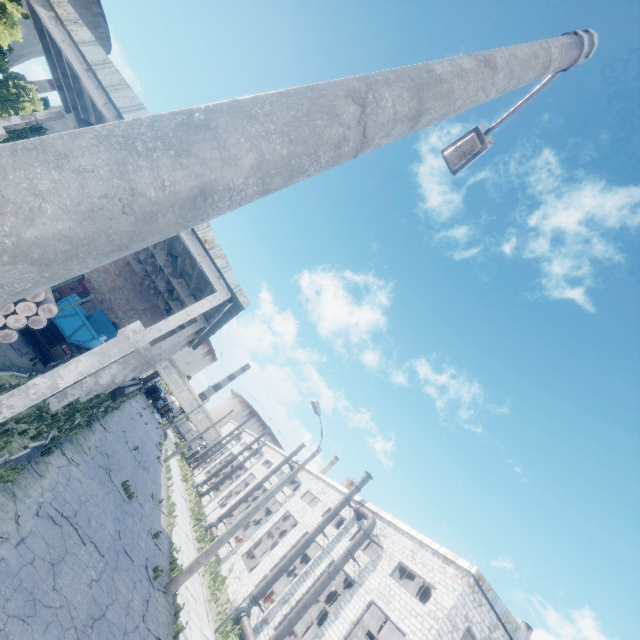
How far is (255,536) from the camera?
28.9m

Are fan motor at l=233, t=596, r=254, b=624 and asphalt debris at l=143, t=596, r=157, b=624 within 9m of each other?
no

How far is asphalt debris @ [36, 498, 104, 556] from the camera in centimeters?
931cm

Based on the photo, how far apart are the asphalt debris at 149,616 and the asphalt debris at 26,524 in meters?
5.3

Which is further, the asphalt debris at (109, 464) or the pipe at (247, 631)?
the pipe at (247, 631)

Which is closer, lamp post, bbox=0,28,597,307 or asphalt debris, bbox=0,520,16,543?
lamp post, bbox=0,28,597,307

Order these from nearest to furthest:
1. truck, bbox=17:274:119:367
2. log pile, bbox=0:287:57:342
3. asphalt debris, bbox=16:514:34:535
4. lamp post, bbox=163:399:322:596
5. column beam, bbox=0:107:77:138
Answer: log pile, bbox=0:287:57:342 < asphalt debris, bbox=16:514:34:535 < lamp post, bbox=163:399:322:596 < column beam, bbox=0:107:77:138 < truck, bbox=17:274:119:367

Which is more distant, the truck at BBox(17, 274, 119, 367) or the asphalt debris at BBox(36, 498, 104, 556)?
the truck at BBox(17, 274, 119, 367)
